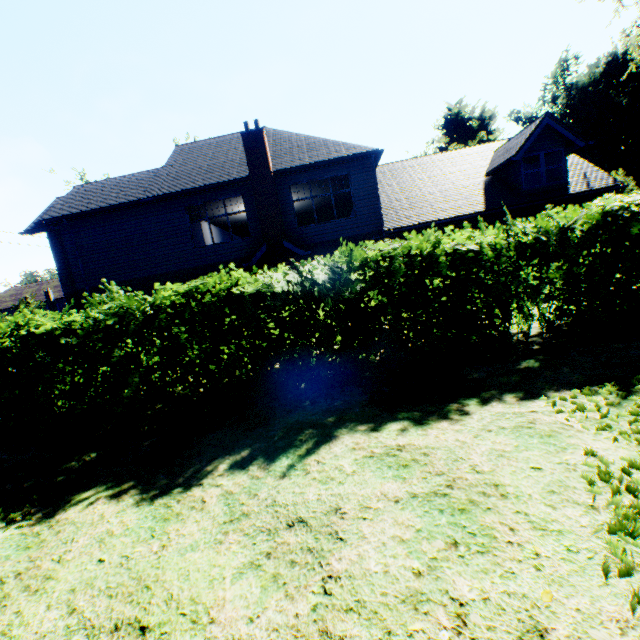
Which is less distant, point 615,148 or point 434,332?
point 434,332

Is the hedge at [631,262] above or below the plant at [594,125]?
below

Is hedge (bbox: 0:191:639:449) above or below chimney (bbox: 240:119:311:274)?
below

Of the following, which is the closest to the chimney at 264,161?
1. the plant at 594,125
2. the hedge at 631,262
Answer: the hedge at 631,262

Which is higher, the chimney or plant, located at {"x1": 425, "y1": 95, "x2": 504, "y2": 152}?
plant, located at {"x1": 425, "y1": 95, "x2": 504, "y2": 152}

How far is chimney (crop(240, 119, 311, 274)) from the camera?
14.0m

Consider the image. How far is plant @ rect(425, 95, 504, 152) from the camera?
40.84m
